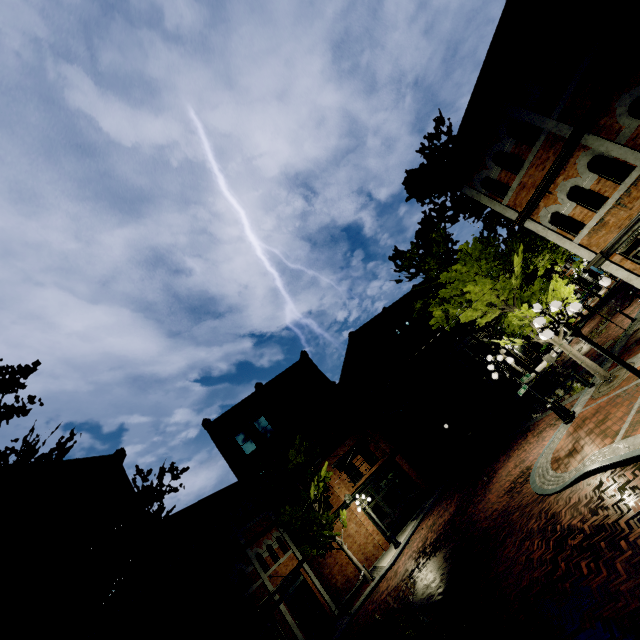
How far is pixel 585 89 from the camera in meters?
9.2 m

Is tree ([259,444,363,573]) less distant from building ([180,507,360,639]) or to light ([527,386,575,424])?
building ([180,507,360,639])

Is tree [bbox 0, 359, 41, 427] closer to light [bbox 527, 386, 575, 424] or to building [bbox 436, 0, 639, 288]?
building [bbox 436, 0, 639, 288]

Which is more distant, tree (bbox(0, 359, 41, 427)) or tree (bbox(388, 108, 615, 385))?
tree (bbox(388, 108, 615, 385))

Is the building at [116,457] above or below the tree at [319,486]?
above

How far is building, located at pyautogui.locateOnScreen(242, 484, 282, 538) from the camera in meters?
21.2

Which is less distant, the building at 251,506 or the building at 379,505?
the building at 251,506

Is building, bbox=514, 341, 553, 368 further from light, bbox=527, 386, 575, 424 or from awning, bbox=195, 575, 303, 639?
light, bbox=527, 386, 575, 424
